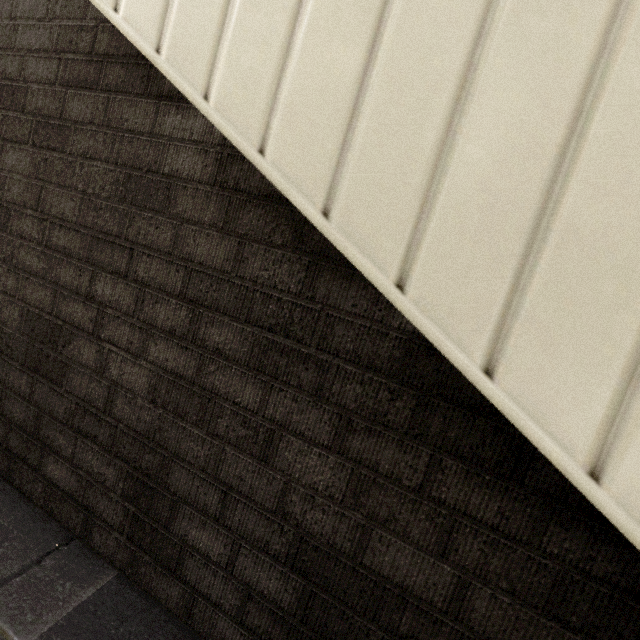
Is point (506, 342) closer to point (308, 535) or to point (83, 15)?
point (308, 535)
